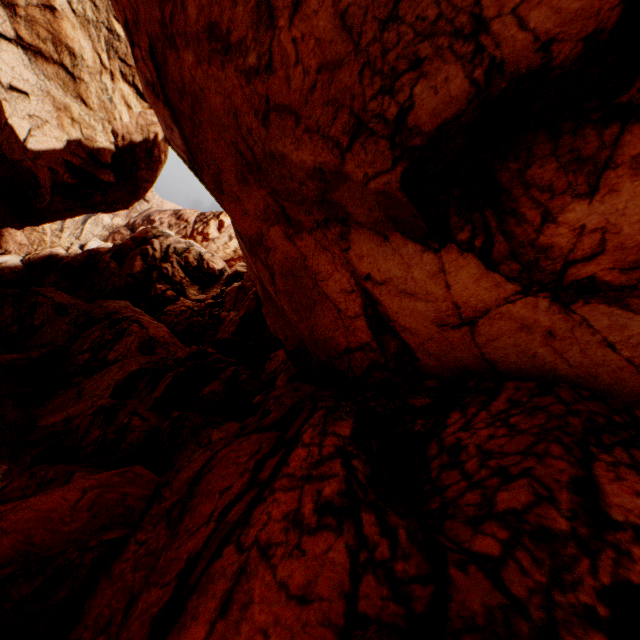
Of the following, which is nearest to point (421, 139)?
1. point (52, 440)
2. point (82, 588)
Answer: point (82, 588)
